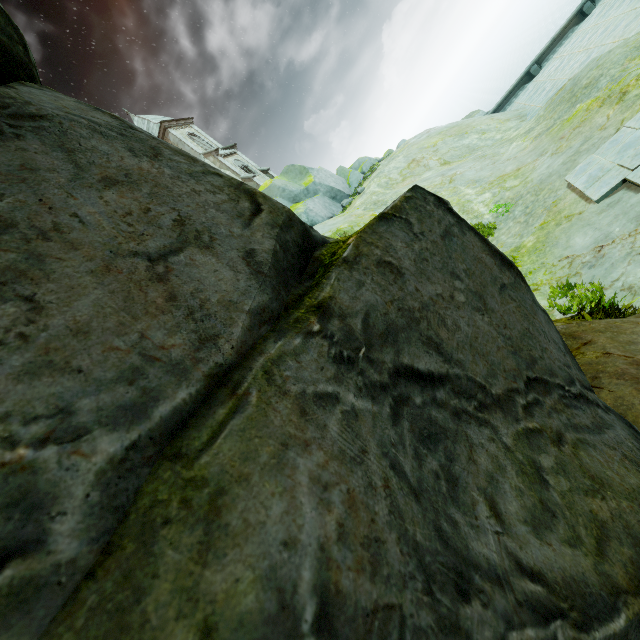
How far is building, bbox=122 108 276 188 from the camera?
35.3 meters

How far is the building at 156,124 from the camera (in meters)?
35.31

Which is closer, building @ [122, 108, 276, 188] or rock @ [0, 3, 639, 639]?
rock @ [0, 3, 639, 639]

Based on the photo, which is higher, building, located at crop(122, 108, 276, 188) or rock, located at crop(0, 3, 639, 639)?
building, located at crop(122, 108, 276, 188)

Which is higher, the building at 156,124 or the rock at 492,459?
the building at 156,124

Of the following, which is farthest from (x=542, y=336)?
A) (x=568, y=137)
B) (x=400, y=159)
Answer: (x=400, y=159)
